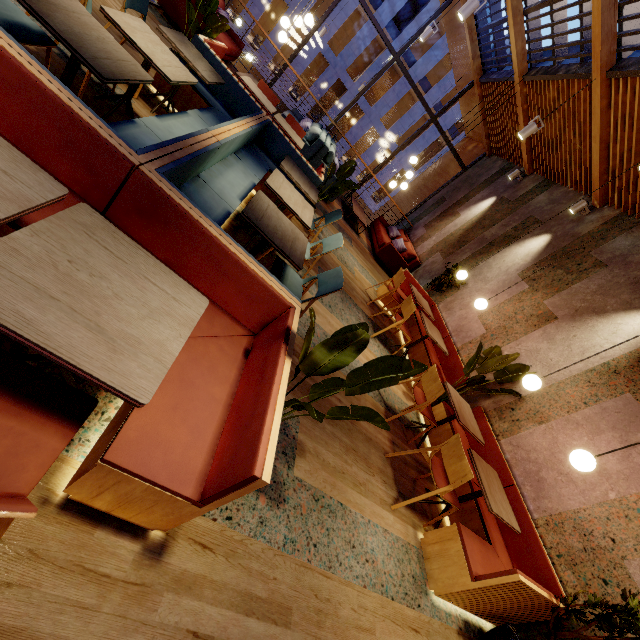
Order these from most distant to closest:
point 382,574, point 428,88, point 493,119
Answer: point 428,88
point 493,119
point 382,574

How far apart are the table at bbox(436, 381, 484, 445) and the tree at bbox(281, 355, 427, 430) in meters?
2.4

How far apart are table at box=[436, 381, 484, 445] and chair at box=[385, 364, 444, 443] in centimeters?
21cm

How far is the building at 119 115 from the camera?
3.1m

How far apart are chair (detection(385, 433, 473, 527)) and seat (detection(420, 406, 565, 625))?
0.1 meters

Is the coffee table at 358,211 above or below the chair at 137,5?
below

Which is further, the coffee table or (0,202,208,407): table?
the coffee table

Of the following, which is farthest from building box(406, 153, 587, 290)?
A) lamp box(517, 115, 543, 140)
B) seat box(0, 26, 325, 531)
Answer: lamp box(517, 115, 543, 140)
